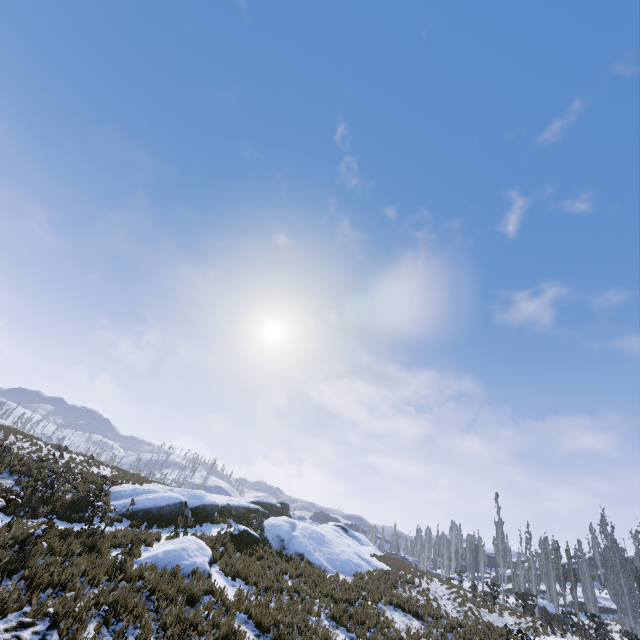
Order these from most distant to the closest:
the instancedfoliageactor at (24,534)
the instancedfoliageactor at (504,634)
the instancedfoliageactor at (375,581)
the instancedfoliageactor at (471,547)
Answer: the instancedfoliageactor at (471,547) < the instancedfoliageactor at (375,581) < the instancedfoliageactor at (504,634) < the instancedfoliageactor at (24,534)

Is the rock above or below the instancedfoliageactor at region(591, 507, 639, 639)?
below

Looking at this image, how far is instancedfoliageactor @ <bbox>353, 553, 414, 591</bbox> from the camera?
17.9 meters

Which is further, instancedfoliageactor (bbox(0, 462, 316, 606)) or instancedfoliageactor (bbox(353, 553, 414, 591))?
instancedfoliageactor (bbox(353, 553, 414, 591))

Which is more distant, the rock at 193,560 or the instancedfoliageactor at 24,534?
the rock at 193,560

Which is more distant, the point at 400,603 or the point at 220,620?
the point at 400,603

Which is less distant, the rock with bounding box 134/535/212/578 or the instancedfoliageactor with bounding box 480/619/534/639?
the rock with bounding box 134/535/212/578

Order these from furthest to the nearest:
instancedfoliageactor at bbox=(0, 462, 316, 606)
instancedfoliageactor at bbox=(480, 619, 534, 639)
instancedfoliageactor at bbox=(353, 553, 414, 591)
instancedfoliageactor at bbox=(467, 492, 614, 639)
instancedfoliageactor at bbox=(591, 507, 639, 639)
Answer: instancedfoliageactor at bbox=(591, 507, 639, 639) → instancedfoliageactor at bbox=(467, 492, 614, 639) → instancedfoliageactor at bbox=(353, 553, 414, 591) → instancedfoliageactor at bbox=(480, 619, 534, 639) → instancedfoliageactor at bbox=(0, 462, 316, 606)
